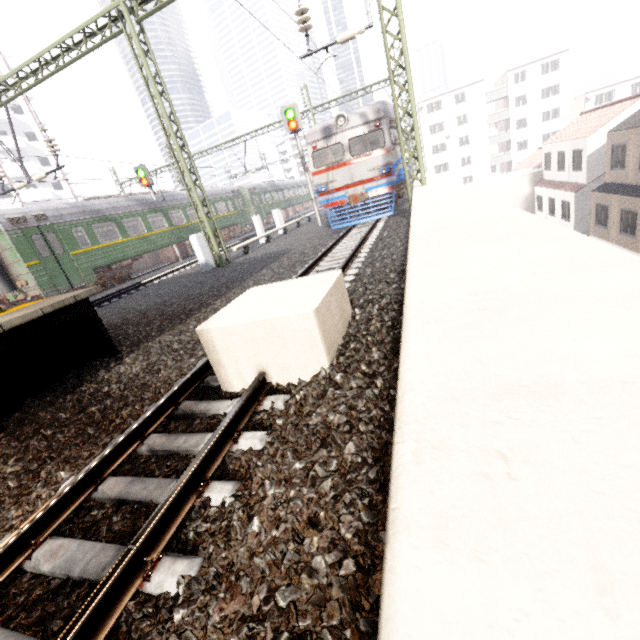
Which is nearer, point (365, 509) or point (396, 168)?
point (365, 509)

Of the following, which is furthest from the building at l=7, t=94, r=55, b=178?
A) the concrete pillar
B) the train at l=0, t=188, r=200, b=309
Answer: the concrete pillar

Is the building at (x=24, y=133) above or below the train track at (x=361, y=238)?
above

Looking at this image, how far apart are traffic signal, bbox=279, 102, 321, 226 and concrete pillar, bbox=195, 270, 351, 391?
14.0m

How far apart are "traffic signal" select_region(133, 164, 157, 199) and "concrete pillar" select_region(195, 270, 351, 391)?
18.7 meters

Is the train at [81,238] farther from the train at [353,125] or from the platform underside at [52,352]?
the train at [353,125]

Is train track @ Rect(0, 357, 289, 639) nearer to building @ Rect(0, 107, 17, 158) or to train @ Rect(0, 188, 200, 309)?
train @ Rect(0, 188, 200, 309)

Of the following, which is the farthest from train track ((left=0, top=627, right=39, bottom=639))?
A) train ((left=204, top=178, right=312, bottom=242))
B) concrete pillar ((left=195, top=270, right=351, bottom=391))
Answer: train ((left=204, top=178, right=312, bottom=242))
